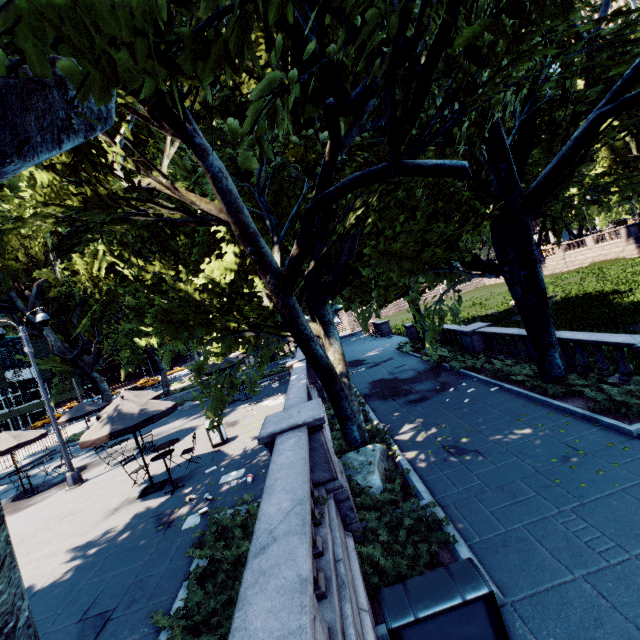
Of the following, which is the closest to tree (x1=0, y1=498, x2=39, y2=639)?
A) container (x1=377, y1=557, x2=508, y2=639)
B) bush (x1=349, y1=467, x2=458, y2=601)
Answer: bush (x1=349, y1=467, x2=458, y2=601)

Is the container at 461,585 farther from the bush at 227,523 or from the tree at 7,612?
the tree at 7,612

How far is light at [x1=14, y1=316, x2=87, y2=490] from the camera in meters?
13.1

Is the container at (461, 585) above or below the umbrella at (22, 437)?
below

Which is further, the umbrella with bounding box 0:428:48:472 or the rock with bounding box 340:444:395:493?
the umbrella with bounding box 0:428:48:472

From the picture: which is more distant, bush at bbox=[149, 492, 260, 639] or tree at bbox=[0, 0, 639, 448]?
bush at bbox=[149, 492, 260, 639]

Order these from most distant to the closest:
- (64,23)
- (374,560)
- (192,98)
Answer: (192,98) < (374,560) < (64,23)

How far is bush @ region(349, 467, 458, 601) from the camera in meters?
5.7
